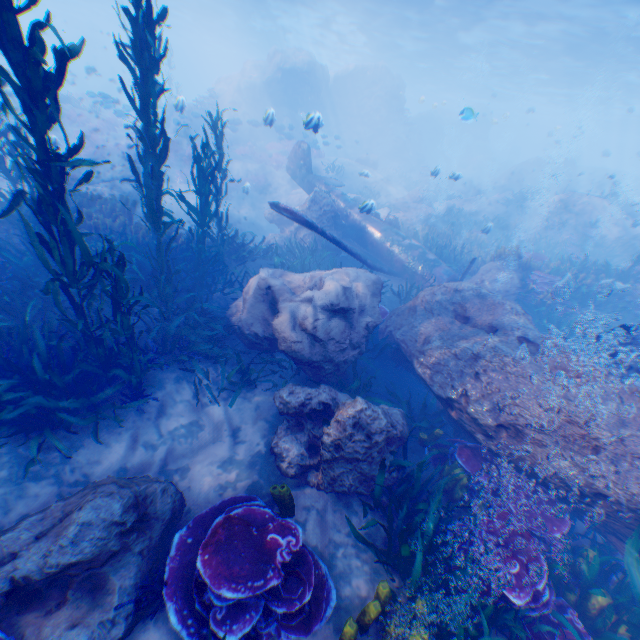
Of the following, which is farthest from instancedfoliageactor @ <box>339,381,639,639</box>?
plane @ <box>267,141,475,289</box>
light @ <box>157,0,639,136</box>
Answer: light @ <box>157,0,639,136</box>

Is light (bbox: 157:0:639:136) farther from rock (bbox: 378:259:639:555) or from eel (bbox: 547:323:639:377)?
eel (bbox: 547:323:639:377)

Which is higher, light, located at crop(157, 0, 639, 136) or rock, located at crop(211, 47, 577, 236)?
light, located at crop(157, 0, 639, 136)

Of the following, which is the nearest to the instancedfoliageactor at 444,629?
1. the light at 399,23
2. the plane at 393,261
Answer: the plane at 393,261

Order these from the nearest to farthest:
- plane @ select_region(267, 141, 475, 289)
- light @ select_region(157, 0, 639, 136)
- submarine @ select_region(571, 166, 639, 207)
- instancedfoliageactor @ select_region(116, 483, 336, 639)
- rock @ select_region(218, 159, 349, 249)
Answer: instancedfoliageactor @ select_region(116, 483, 336, 639) < plane @ select_region(267, 141, 475, 289) < rock @ select_region(218, 159, 349, 249) < light @ select_region(157, 0, 639, 136) < submarine @ select_region(571, 166, 639, 207)

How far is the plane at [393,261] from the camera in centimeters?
925cm

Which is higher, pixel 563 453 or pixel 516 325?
pixel 516 325

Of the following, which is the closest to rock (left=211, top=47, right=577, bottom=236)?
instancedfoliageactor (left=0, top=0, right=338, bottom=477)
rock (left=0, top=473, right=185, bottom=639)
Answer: instancedfoliageactor (left=0, top=0, right=338, bottom=477)
